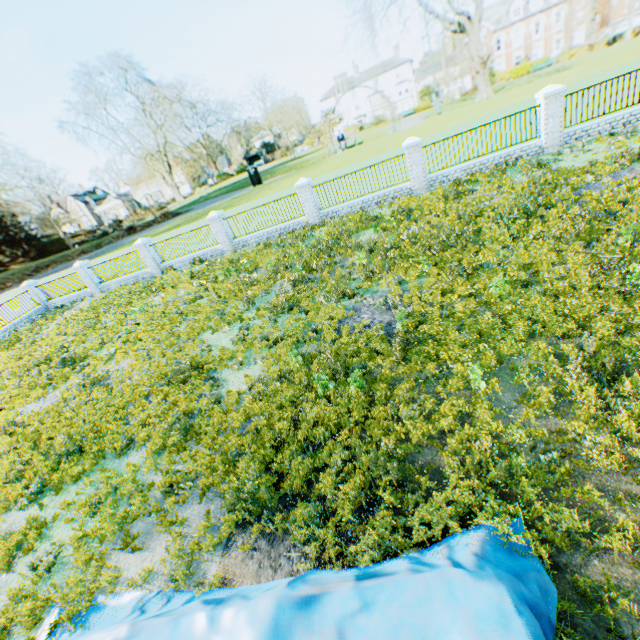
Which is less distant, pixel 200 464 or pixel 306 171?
pixel 200 464

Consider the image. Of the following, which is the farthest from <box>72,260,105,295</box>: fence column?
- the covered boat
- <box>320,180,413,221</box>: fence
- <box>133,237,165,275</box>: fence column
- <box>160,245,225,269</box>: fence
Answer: the covered boat

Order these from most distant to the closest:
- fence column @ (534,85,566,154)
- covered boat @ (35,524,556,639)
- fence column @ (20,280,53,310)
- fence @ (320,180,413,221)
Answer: fence column @ (20,280,53,310) < fence @ (320,180,413,221) < fence column @ (534,85,566,154) < covered boat @ (35,524,556,639)

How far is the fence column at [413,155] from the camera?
14.8 meters

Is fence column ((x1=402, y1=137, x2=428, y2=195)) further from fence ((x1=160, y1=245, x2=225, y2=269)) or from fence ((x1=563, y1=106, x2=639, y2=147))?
fence ((x1=160, y1=245, x2=225, y2=269))

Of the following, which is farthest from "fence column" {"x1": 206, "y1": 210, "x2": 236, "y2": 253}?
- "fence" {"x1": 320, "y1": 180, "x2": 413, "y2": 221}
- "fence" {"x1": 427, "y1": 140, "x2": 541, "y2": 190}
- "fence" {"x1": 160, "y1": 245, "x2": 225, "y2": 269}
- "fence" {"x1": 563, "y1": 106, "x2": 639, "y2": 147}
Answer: "fence" {"x1": 563, "y1": 106, "x2": 639, "y2": 147}

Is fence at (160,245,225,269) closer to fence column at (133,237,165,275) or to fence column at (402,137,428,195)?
fence column at (133,237,165,275)

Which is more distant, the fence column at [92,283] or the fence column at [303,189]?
the fence column at [92,283]
